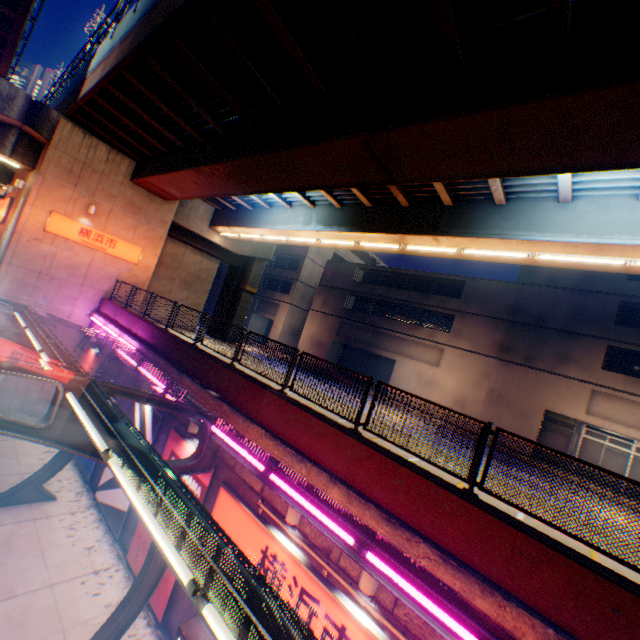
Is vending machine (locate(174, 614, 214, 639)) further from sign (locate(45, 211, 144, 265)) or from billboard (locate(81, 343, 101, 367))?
sign (locate(45, 211, 144, 265))

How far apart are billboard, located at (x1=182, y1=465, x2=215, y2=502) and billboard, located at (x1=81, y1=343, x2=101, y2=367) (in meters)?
8.07

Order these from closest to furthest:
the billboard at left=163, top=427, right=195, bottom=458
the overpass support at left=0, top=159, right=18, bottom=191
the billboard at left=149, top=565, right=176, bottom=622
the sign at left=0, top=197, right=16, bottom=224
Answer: the billboard at left=149, top=565, right=176, bottom=622, the billboard at left=163, top=427, right=195, bottom=458, the sign at left=0, top=197, right=16, bottom=224, the overpass support at left=0, top=159, right=18, bottom=191

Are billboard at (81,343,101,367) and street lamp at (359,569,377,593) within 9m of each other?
no

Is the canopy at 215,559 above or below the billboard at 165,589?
above

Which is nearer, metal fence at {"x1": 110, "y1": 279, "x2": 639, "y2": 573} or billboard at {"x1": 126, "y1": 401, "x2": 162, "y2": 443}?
metal fence at {"x1": 110, "y1": 279, "x2": 639, "y2": 573}

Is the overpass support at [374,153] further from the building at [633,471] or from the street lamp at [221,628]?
the building at [633,471]

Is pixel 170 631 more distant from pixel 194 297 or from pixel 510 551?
pixel 194 297
